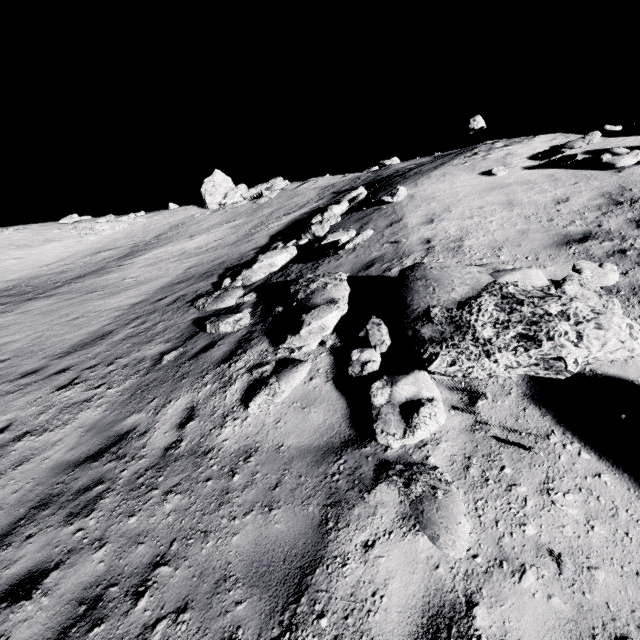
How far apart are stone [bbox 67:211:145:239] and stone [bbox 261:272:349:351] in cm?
3083

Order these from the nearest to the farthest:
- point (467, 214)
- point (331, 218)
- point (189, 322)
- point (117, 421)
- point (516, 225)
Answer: point (117, 421) < point (516, 225) < point (467, 214) < point (189, 322) < point (331, 218)

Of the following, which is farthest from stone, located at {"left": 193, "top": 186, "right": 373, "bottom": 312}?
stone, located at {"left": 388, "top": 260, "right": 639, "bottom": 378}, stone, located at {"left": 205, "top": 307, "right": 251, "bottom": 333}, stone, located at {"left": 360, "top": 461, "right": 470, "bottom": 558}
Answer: stone, located at {"left": 360, "top": 461, "right": 470, "bottom": 558}

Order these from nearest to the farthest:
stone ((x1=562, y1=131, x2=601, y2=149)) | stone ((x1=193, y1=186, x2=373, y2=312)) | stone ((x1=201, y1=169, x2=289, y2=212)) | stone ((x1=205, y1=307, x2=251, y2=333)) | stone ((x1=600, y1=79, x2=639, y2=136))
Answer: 1. stone ((x1=205, y1=307, x2=251, y2=333))
2. stone ((x1=193, y1=186, x2=373, y2=312))
3. stone ((x1=562, y1=131, x2=601, y2=149))
4. stone ((x1=600, y1=79, x2=639, y2=136))
5. stone ((x1=201, y1=169, x2=289, y2=212))

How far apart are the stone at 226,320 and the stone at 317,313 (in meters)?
0.43

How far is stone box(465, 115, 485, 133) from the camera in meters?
12.0 m

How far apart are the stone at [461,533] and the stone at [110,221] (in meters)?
35.17

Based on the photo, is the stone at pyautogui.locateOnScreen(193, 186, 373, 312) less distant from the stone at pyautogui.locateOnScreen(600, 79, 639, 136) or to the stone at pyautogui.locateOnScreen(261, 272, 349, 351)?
the stone at pyautogui.locateOnScreen(261, 272, 349, 351)
